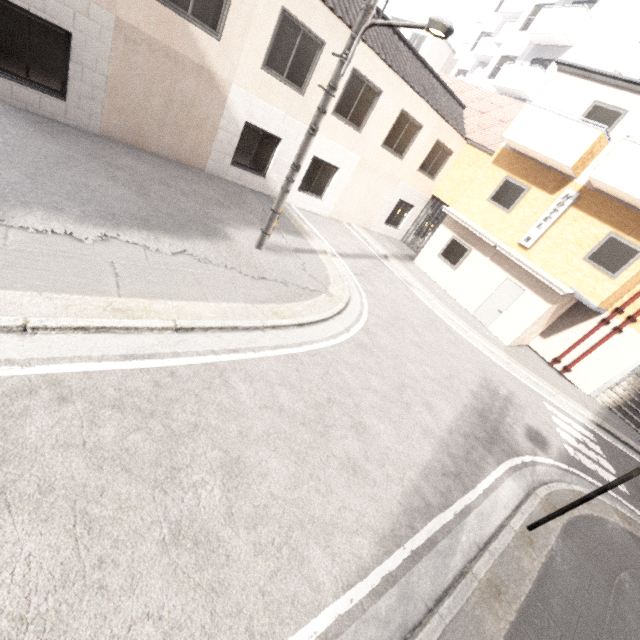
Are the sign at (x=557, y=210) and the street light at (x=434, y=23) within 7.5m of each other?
no

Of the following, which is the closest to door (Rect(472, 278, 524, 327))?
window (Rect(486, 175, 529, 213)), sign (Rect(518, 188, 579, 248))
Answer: sign (Rect(518, 188, 579, 248))

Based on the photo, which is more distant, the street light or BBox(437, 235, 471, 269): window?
BBox(437, 235, 471, 269): window

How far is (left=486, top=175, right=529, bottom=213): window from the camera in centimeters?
1298cm

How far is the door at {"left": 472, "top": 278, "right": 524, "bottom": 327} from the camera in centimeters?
1312cm

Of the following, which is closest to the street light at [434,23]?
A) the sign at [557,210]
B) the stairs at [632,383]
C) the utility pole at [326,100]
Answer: the utility pole at [326,100]

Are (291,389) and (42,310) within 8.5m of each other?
yes

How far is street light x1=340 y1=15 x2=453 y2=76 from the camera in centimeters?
474cm
